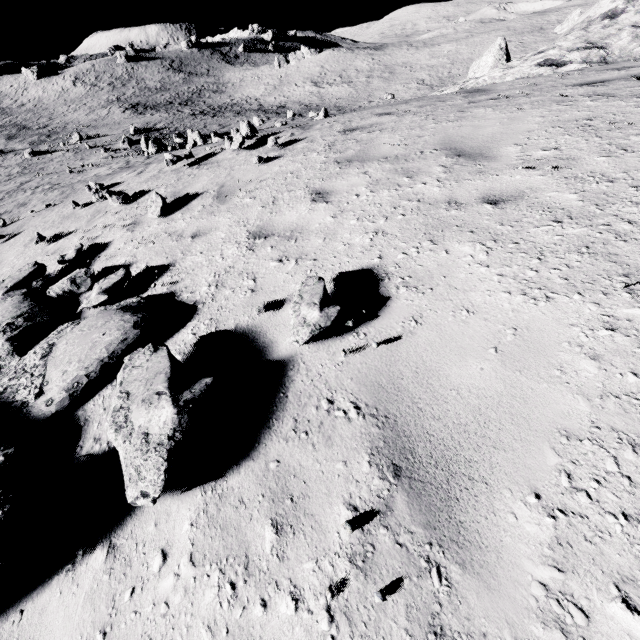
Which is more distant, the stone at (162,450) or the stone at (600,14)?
the stone at (600,14)

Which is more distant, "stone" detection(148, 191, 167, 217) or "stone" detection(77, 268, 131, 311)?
"stone" detection(148, 191, 167, 217)

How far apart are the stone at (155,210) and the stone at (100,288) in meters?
2.2 m

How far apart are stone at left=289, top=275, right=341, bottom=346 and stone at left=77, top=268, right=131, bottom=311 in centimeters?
283cm

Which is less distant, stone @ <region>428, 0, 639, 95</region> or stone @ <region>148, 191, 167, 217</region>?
stone @ <region>148, 191, 167, 217</region>

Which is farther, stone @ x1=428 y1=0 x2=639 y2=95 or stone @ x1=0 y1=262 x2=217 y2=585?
stone @ x1=428 y1=0 x2=639 y2=95

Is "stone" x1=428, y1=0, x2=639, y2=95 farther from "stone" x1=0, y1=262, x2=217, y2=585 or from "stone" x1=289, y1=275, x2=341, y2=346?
"stone" x1=289, y1=275, x2=341, y2=346

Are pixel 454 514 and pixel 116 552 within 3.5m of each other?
yes
